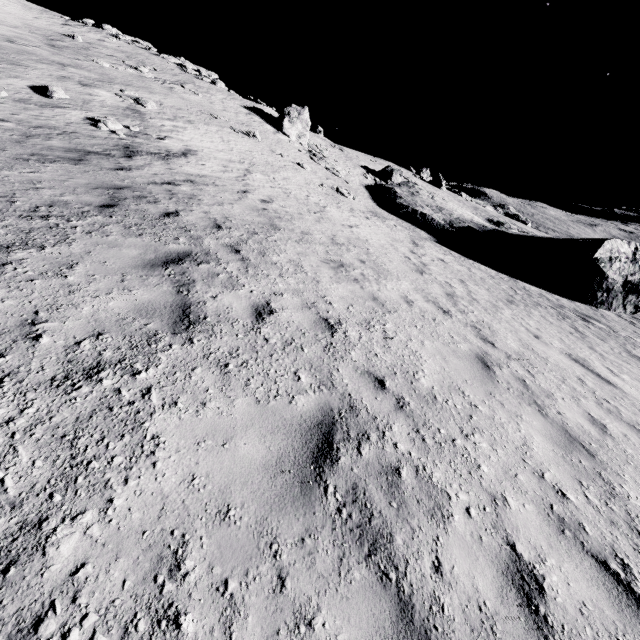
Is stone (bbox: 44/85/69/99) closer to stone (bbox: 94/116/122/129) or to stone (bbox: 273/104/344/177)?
stone (bbox: 94/116/122/129)

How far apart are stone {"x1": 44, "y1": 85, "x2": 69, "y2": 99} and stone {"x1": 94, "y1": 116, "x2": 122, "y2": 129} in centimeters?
179cm

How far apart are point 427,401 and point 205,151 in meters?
17.5 m

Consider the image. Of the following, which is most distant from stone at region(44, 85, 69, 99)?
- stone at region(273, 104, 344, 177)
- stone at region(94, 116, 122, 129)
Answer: stone at region(273, 104, 344, 177)

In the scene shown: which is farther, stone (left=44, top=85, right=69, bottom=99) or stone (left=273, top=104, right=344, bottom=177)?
stone (left=273, top=104, right=344, bottom=177)

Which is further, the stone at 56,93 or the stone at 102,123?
the stone at 56,93

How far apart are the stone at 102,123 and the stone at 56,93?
1.8m
